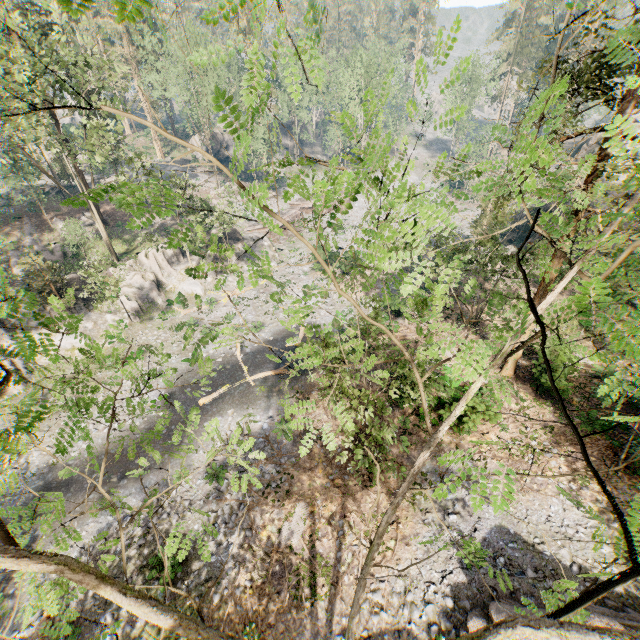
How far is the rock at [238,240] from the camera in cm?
3631

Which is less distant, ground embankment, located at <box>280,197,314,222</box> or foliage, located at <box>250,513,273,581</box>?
foliage, located at <box>250,513,273,581</box>

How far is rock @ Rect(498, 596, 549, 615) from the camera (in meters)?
9.62

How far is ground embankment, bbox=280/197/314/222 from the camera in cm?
4744

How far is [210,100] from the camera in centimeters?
4144cm

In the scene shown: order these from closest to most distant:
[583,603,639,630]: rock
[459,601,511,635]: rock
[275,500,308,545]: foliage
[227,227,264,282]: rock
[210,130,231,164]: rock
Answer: [583,603,639,630]: rock, [459,601,511,635]: rock, [275,500,308,545]: foliage, [227,227,264,282]: rock, [210,130,231,164]: rock

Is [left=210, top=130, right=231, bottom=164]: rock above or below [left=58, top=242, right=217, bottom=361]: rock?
above

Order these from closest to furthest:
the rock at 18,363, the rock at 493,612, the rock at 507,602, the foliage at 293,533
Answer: the rock at 507,602, the rock at 493,612, the foliage at 293,533, the rock at 18,363
